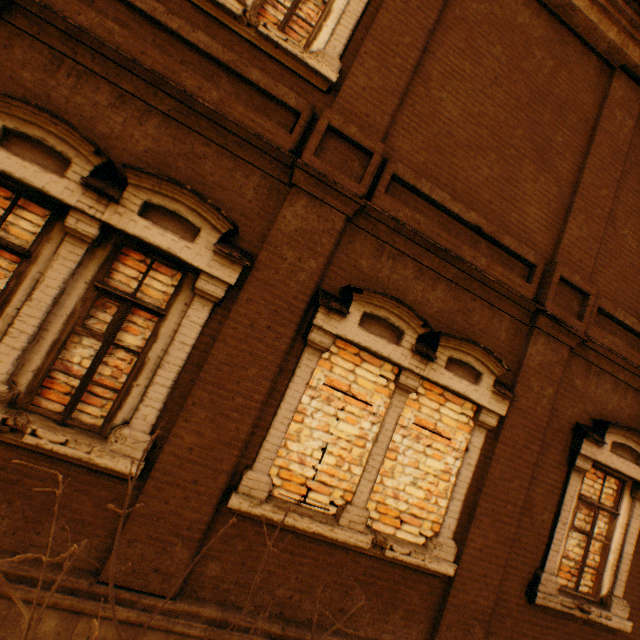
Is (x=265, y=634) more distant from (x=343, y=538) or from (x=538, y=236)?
(x=538, y=236)
